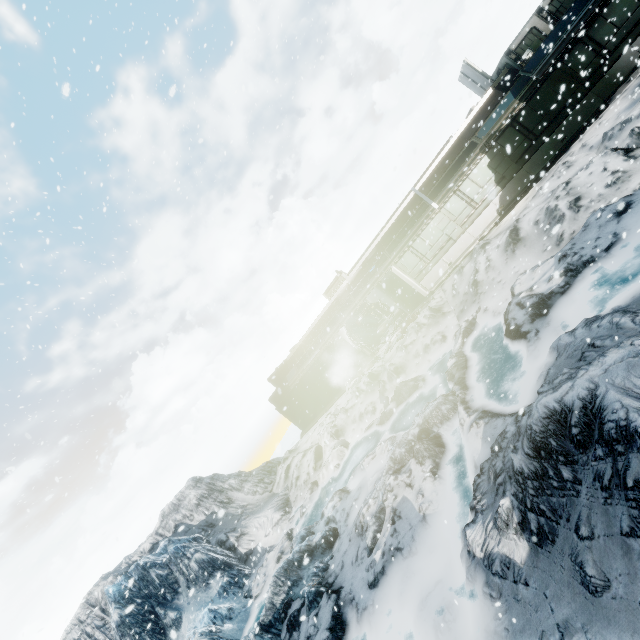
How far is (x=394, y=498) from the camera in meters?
8.9 m
